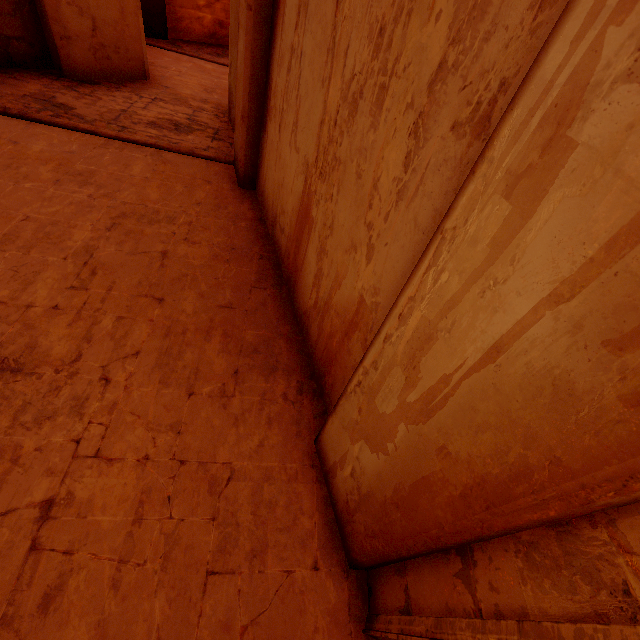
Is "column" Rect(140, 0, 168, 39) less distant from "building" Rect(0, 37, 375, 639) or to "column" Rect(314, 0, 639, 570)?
"building" Rect(0, 37, 375, 639)

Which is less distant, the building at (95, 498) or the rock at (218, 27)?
Answer: the building at (95, 498)

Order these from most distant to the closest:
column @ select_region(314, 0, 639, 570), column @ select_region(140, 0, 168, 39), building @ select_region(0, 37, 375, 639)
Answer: column @ select_region(140, 0, 168, 39) < building @ select_region(0, 37, 375, 639) < column @ select_region(314, 0, 639, 570)

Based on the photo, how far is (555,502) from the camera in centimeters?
98cm

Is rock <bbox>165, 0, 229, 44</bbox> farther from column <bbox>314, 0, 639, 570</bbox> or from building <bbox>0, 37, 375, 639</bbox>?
column <bbox>314, 0, 639, 570</bbox>

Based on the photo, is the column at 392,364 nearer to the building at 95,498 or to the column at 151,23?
the building at 95,498

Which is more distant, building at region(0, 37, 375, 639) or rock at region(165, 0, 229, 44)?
rock at region(165, 0, 229, 44)
